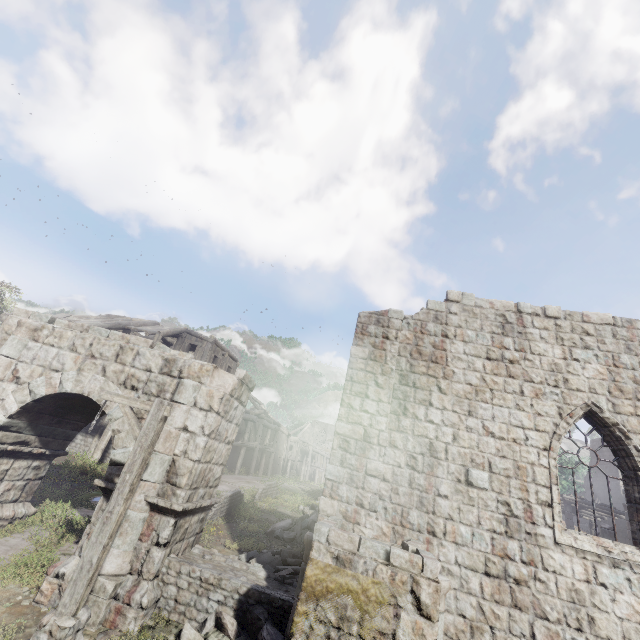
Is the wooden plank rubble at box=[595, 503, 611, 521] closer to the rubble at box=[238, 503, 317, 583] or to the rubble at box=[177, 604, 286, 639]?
the rubble at box=[238, 503, 317, 583]

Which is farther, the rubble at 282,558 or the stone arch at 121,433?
the rubble at 282,558

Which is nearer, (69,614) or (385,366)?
(69,614)

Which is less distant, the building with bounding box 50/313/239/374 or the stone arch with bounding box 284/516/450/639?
the stone arch with bounding box 284/516/450/639

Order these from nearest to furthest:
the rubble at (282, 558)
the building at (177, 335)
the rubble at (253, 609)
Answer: the rubble at (253, 609) → the rubble at (282, 558) → the building at (177, 335)

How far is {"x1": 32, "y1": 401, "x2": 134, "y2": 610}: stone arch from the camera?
6.8m

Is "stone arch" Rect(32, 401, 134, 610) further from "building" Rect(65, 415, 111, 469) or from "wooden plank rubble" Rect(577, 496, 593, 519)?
"wooden plank rubble" Rect(577, 496, 593, 519)

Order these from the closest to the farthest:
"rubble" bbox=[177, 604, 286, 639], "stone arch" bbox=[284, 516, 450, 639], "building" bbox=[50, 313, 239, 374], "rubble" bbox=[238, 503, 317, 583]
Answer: "stone arch" bbox=[284, 516, 450, 639]
"rubble" bbox=[177, 604, 286, 639]
"rubble" bbox=[238, 503, 317, 583]
"building" bbox=[50, 313, 239, 374]
